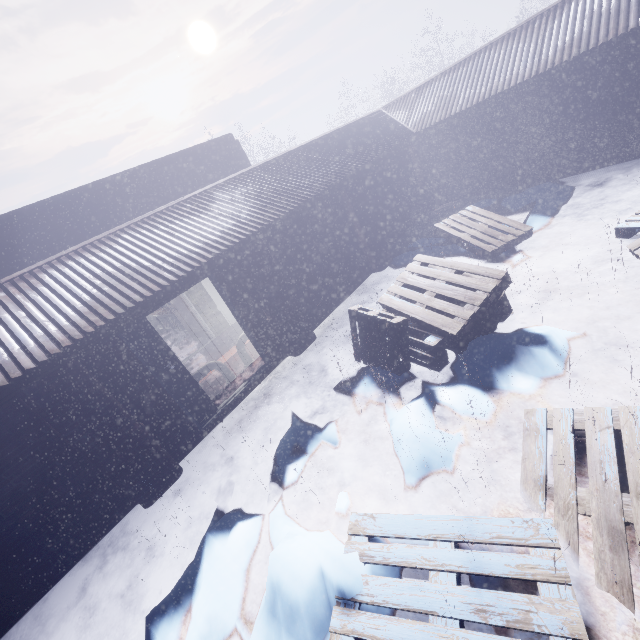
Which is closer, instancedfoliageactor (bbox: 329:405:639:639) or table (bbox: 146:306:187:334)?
instancedfoliageactor (bbox: 329:405:639:639)

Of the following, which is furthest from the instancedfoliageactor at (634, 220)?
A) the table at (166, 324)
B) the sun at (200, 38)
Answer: the sun at (200, 38)

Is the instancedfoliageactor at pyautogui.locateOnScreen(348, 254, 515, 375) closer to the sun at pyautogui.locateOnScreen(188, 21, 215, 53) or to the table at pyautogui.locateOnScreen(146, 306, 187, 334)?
the table at pyautogui.locateOnScreen(146, 306, 187, 334)

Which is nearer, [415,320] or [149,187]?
[415,320]

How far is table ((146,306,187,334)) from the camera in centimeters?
1020cm

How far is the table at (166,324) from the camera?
10.2m

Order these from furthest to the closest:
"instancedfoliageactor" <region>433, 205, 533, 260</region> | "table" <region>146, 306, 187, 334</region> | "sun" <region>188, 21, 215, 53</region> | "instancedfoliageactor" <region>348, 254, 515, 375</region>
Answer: "sun" <region>188, 21, 215, 53</region>
"table" <region>146, 306, 187, 334</region>
"instancedfoliageactor" <region>433, 205, 533, 260</region>
"instancedfoliageactor" <region>348, 254, 515, 375</region>
